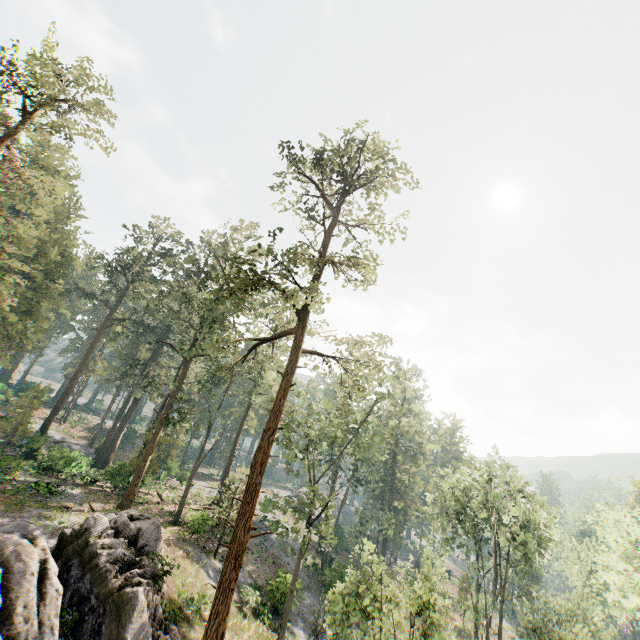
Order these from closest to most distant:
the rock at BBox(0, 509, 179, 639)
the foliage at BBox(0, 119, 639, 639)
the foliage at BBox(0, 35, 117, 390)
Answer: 1. the rock at BBox(0, 509, 179, 639)
2. the foliage at BBox(0, 119, 639, 639)
3. the foliage at BBox(0, 35, 117, 390)

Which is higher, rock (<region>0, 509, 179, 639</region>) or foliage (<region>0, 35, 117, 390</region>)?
foliage (<region>0, 35, 117, 390</region>)

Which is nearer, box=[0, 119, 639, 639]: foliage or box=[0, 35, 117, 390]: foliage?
box=[0, 119, 639, 639]: foliage

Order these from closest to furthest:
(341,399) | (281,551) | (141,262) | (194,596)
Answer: (194,596)
(341,399)
(281,551)
(141,262)

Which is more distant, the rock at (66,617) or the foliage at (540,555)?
the foliage at (540,555)

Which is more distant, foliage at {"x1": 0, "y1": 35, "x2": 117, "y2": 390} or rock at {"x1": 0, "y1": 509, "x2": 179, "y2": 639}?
foliage at {"x1": 0, "y1": 35, "x2": 117, "y2": 390}

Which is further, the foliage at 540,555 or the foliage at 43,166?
the foliage at 43,166
